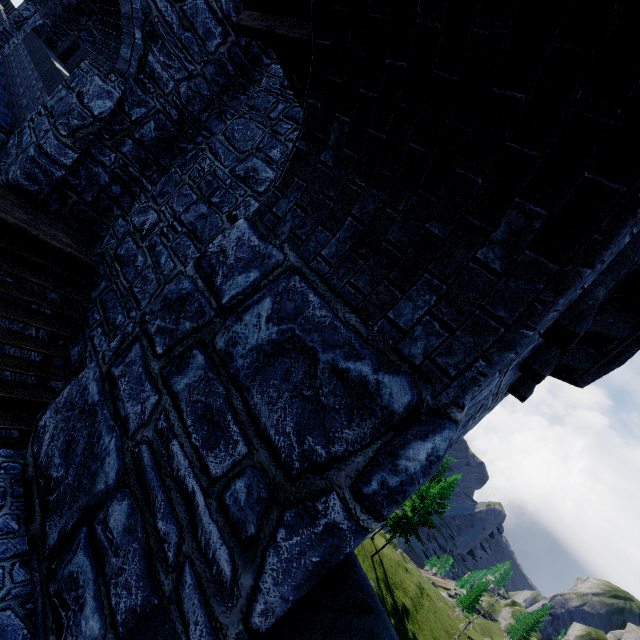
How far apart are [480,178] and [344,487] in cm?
163
